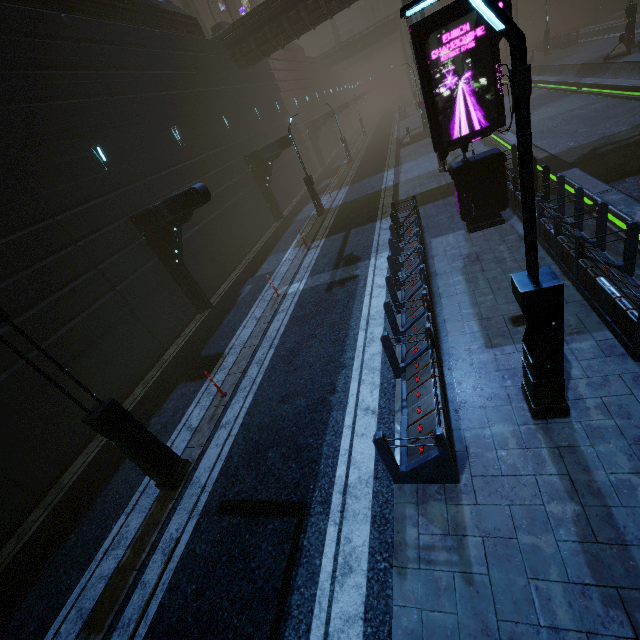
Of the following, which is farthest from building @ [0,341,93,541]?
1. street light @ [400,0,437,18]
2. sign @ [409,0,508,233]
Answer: street light @ [400,0,437,18]

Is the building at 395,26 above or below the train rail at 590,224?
above

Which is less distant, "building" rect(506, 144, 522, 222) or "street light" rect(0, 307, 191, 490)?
"street light" rect(0, 307, 191, 490)

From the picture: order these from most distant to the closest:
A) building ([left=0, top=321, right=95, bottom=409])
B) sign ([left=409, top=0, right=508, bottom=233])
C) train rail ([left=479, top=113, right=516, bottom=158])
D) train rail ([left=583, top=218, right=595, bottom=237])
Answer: train rail ([left=479, top=113, right=516, bottom=158]), train rail ([left=583, top=218, right=595, bottom=237]), building ([left=0, top=321, right=95, bottom=409]), sign ([left=409, top=0, right=508, bottom=233])

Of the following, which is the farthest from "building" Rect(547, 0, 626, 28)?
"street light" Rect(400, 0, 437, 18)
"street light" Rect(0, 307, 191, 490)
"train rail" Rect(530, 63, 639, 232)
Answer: "street light" Rect(0, 307, 191, 490)

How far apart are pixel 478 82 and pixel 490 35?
0.96m

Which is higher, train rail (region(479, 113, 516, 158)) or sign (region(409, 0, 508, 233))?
sign (region(409, 0, 508, 233))

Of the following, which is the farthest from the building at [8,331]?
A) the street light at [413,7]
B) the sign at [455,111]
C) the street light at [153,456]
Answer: the street light at [153,456]
